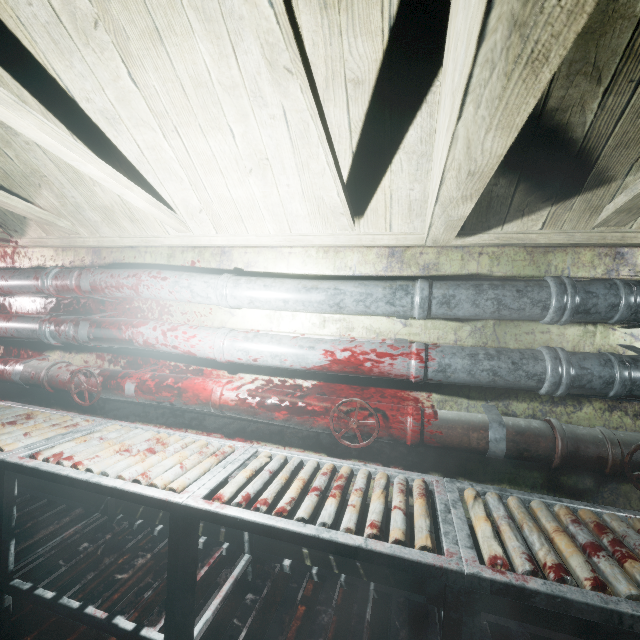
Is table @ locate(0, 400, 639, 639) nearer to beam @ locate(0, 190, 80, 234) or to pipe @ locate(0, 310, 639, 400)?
pipe @ locate(0, 310, 639, 400)

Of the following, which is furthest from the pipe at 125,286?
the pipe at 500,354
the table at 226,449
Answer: the table at 226,449

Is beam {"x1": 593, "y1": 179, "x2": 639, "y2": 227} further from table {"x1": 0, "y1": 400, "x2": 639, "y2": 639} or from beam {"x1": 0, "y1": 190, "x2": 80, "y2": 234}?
table {"x1": 0, "y1": 400, "x2": 639, "y2": 639}

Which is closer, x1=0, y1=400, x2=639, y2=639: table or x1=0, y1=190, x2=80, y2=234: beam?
x1=0, y1=400, x2=639, y2=639: table

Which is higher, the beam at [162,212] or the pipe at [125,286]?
the beam at [162,212]

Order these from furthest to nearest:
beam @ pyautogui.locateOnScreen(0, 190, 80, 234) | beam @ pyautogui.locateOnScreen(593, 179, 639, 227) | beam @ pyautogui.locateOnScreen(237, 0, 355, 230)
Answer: beam @ pyautogui.locateOnScreen(0, 190, 80, 234)
beam @ pyautogui.locateOnScreen(593, 179, 639, 227)
beam @ pyautogui.locateOnScreen(237, 0, 355, 230)

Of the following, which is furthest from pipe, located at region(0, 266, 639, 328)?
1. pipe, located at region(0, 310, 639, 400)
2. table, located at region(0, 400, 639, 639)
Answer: table, located at region(0, 400, 639, 639)

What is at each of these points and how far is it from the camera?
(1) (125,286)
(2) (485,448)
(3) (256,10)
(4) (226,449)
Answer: (1) pipe, 2.0 meters
(2) pipe, 1.5 meters
(3) beam, 0.7 meters
(4) table, 1.7 meters
